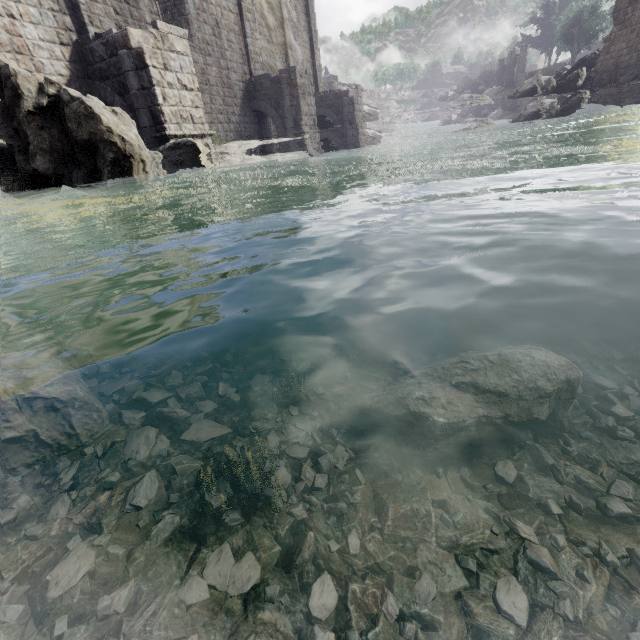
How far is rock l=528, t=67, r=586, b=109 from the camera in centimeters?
2731cm

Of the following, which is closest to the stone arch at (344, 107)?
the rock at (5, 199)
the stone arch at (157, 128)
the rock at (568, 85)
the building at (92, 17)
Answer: the building at (92, 17)

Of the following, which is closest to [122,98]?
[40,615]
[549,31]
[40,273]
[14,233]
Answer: [14,233]

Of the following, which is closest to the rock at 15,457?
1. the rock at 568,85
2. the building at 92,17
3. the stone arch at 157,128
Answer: the building at 92,17

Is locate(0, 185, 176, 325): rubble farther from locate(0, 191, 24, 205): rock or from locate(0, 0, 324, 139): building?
locate(0, 0, 324, 139): building

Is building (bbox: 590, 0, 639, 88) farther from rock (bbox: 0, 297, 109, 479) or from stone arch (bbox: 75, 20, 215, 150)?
rock (bbox: 0, 297, 109, 479)

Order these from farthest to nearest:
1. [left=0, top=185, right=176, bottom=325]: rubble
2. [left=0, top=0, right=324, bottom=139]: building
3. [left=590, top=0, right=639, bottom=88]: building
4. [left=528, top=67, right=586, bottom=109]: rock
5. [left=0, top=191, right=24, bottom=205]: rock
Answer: [left=528, top=67, right=586, bottom=109]: rock, [left=590, top=0, right=639, bottom=88]: building, [left=0, top=0, right=324, bottom=139]: building, [left=0, top=191, right=24, bottom=205]: rock, [left=0, top=185, right=176, bottom=325]: rubble

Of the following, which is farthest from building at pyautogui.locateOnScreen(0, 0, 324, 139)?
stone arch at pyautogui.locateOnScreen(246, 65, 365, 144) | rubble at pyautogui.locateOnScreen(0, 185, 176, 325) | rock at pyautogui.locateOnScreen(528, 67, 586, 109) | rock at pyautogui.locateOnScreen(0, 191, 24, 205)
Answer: rubble at pyautogui.locateOnScreen(0, 185, 176, 325)
